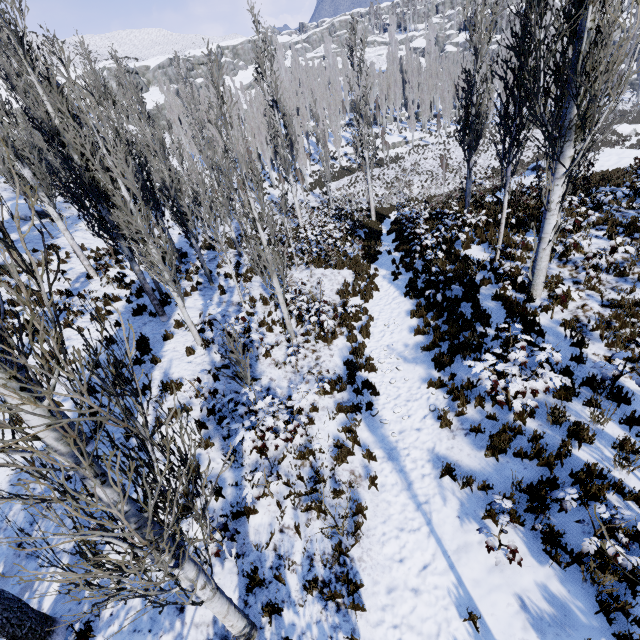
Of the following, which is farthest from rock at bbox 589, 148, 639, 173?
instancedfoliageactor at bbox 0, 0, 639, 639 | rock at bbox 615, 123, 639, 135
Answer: rock at bbox 615, 123, 639, 135

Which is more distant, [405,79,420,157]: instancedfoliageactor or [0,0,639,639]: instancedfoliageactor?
[405,79,420,157]: instancedfoliageactor

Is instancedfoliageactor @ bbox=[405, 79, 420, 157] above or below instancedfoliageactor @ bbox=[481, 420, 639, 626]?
above

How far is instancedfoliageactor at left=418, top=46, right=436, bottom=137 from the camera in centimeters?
5021cm

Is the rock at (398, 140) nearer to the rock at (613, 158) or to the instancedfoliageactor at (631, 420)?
the instancedfoliageactor at (631, 420)

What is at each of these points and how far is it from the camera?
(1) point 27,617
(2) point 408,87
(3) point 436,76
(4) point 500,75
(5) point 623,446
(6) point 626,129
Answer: (1) instancedfoliageactor, 4.1m
(2) instancedfoliageactor, 56.1m
(3) instancedfoliageactor, 56.4m
(4) instancedfoliageactor, 8.0m
(5) instancedfoliageactor, 5.1m
(6) rock, 42.3m

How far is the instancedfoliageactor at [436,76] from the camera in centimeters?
5021cm

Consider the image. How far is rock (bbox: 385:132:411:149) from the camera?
50.88m
